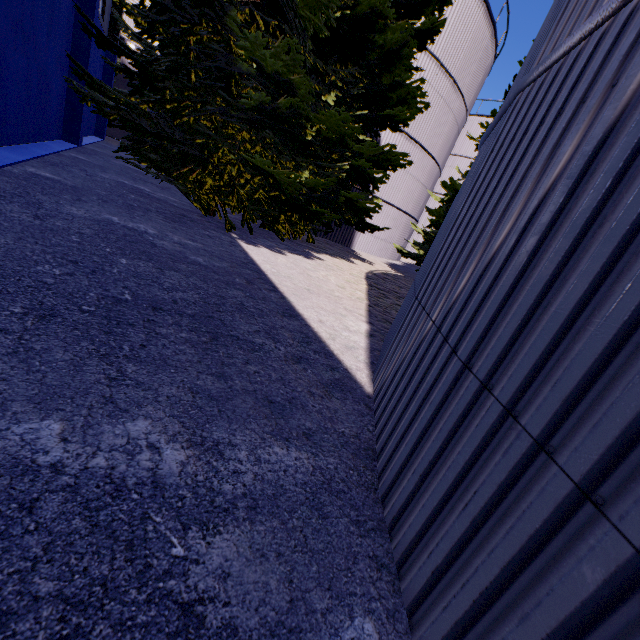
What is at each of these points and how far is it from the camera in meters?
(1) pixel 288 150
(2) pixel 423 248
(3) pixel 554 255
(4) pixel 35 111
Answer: (1) tree, 7.7
(2) tree, 14.3
(3) silo, 1.3
(4) building, 8.2

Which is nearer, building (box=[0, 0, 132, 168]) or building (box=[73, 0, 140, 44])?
building (box=[0, 0, 132, 168])

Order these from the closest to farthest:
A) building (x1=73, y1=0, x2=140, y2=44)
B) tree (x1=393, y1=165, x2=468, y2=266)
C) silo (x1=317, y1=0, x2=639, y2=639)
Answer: silo (x1=317, y1=0, x2=639, y2=639)
building (x1=73, y1=0, x2=140, y2=44)
tree (x1=393, y1=165, x2=468, y2=266)

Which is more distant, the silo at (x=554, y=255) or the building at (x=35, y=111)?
the building at (x=35, y=111)

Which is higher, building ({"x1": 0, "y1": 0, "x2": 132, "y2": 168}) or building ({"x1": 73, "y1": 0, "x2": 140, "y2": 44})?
building ({"x1": 73, "y1": 0, "x2": 140, "y2": 44})

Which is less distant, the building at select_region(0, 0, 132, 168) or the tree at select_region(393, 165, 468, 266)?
the building at select_region(0, 0, 132, 168)

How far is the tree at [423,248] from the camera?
13.0m

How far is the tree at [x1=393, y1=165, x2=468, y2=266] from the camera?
13.0m
